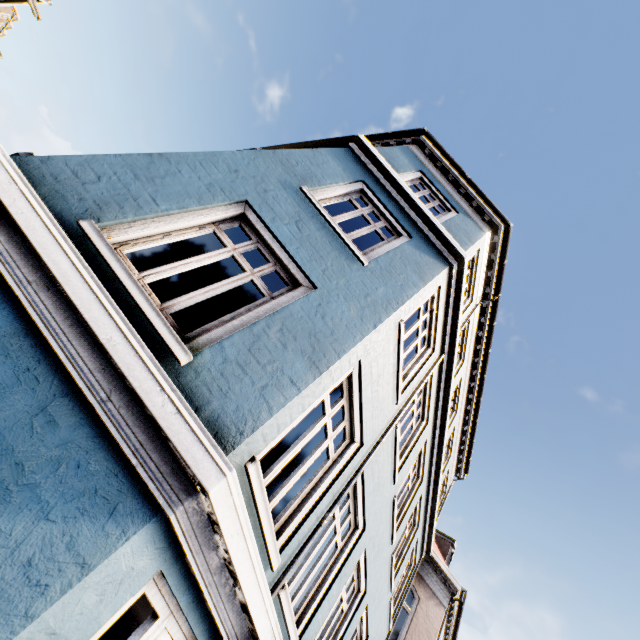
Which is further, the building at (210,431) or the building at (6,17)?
the building at (6,17)

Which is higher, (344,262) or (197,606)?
(344,262)

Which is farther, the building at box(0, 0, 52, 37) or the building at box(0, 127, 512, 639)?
the building at box(0, 0, 52, 37)

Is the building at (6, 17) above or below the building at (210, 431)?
above

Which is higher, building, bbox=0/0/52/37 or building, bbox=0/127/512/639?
building, bbox=0/0/52/37
